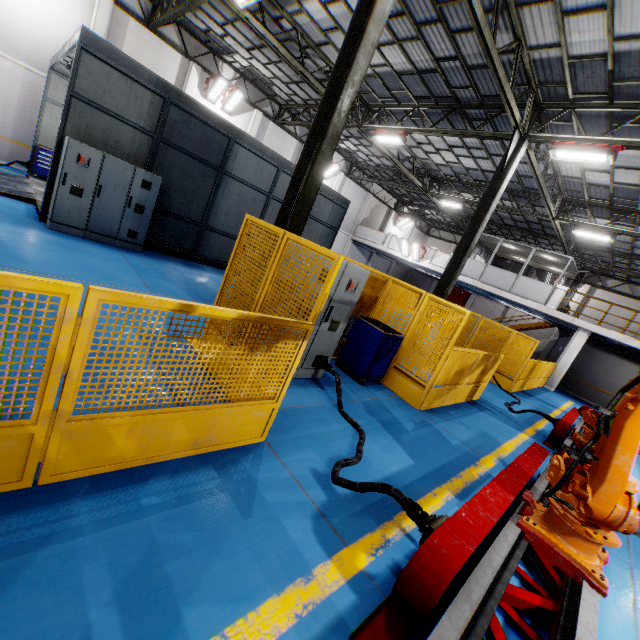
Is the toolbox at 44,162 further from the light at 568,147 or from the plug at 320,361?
the light at 568,147

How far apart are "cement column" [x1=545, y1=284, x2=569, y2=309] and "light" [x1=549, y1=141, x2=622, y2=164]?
10.5m

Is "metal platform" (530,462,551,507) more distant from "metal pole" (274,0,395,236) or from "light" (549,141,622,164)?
"light" (549,141,622,164)

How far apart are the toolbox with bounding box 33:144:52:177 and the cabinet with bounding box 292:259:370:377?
13.5m

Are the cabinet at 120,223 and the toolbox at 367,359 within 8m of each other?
yes

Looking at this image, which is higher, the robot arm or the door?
the door

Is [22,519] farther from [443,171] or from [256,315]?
[443,171]

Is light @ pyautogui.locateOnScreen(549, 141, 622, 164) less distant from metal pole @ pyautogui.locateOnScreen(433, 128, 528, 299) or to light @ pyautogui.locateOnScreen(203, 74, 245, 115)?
metal pole @ pyautogui.locateOnScreen(433, 128, 528, 299)
